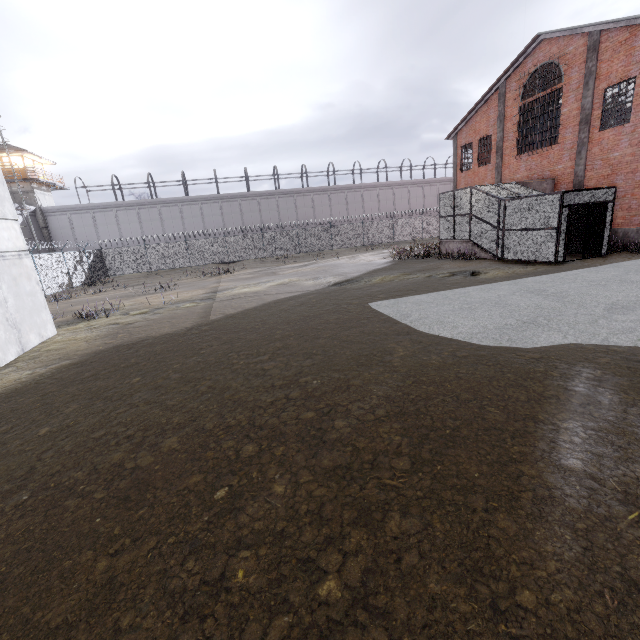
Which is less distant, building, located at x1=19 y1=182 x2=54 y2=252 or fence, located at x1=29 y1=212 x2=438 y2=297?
fence, located at x1=29 y1=212 x2=438 y2=297

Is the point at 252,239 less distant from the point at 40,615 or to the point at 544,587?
the point at 40,615

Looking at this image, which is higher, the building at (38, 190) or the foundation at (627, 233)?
the building at (38, 190)

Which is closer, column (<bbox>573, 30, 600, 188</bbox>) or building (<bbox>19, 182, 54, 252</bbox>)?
column (<bbox>573, 30, 600, 188</bbox>)

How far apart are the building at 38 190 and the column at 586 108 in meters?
50.2 m

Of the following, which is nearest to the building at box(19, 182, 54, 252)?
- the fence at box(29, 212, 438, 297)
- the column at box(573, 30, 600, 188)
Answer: the fence at box(29, 212, 438, 297)

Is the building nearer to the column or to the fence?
the fence

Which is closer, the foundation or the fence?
the foundation
